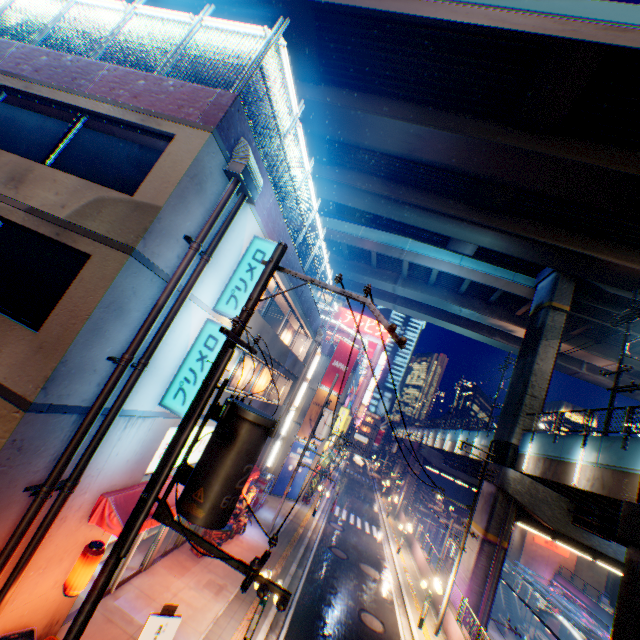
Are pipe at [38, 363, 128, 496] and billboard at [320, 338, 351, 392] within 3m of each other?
no

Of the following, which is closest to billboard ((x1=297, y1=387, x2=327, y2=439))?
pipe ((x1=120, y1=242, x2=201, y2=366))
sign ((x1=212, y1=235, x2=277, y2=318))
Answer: sign ((x1=212, y1=235, x2=277, y2=318))

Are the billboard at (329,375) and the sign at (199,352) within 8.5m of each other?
no

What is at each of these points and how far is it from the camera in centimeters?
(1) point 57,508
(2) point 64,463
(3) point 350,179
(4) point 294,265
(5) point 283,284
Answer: (1) pipe, 599cm
(2) pipe, 575cm
(3) overpass support, 2603cm
(4) concrete block, 1341cm
(5) building, 1300cm

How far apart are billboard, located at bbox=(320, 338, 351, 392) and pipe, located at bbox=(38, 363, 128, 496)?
21.46m

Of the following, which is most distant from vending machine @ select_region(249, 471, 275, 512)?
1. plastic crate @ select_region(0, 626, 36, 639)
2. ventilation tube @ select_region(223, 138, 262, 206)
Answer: ventilation tube @ select_region(223, 138, 262, 206)

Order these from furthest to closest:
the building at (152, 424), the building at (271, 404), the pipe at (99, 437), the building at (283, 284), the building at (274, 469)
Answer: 1. the building at (274, 469)
2. the building at (271, 404)
3. the building at (283, 284)
4. the building at (152, 424)
5. the pipe at (99, 437)

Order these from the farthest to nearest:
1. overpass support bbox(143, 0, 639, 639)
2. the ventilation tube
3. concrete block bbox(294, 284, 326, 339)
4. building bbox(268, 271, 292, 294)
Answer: concrete block bbox(294, 284, 326, 339)
overpass support bbox(143, 0, 639, 639)
building bbox(268, 271, 292, 294)
the ventilation tube
